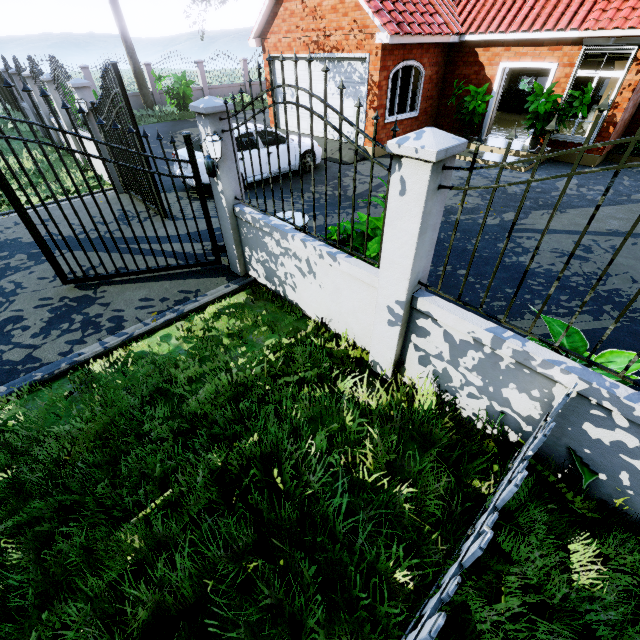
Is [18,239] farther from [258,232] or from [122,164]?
[258,232]

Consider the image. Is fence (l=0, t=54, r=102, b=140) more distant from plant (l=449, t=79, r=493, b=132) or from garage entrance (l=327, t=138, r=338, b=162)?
plant (l=449, t=79, r=493, b=132)

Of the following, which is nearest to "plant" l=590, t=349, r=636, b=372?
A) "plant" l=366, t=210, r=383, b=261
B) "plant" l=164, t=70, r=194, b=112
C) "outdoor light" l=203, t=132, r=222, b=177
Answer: "plant" l=366, t=210, r=383, b=261

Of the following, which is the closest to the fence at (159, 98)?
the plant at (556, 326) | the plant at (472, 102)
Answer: the plant at (556, 326)

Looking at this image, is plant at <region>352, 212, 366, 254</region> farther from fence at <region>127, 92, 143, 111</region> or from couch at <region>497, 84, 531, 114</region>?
couch at <region>497, 84, 531, 114</region>

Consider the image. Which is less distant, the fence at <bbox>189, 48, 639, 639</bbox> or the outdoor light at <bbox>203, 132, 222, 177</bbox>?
the fence at <bbox>189, 48, 639, 639</bbox>

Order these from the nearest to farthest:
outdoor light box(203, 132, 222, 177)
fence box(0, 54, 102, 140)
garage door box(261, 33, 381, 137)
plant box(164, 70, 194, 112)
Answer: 1. outdoor light box(203, 132, 222, 177)
2. fence box(0, 54, 102, 140)
3. garage door box(261, 33, 381, 137)
4. plant box(164, 70, 194, 112)

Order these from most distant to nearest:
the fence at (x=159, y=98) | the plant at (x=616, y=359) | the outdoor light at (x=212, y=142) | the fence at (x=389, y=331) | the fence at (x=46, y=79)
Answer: the fence at (x=159, y=98) → the fence at (x=46, y=79) → the outdoor light at (x=212, y=142) → the plant at (x=616, y=359) → the fence at (x=389, y=331)
